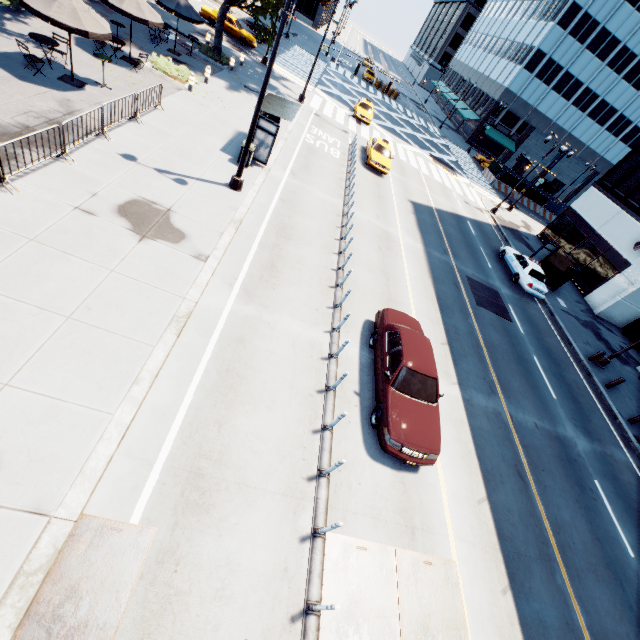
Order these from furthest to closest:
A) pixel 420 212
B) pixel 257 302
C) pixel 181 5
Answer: pixel 420 212 < pixel 181 5 < pixel 257 302

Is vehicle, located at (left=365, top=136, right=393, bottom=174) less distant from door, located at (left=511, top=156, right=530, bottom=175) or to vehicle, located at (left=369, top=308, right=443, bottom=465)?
vehicle, located at (left=369, top=308, right=443, bottom=465)

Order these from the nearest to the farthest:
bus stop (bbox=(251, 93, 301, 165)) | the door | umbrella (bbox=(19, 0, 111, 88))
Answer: umbrella (bbox=(19, 0, 111, 88)) → bus stop (bbox=(251, 93, 301, 165)) → the door

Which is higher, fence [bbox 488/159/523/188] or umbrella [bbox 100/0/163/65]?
umbrella [bbox 100/0/163/65]

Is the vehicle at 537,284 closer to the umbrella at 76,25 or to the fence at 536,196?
the fence at 536,196

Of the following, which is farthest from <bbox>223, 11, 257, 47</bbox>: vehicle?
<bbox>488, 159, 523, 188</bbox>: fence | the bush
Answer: <bbox>488, 159, 523, 188</bbox>: fence

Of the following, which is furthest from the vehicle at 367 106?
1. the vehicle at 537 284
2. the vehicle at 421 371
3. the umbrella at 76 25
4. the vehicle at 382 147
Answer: the vehicle at 421 371

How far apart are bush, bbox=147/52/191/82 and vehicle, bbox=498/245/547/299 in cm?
2307
